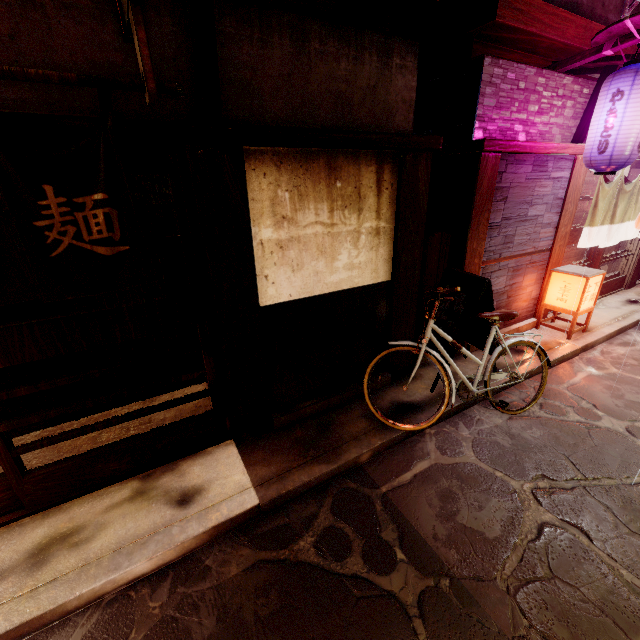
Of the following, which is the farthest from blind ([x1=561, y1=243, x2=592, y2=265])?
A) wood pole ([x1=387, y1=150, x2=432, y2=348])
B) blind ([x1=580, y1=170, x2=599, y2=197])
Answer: wood pole ([x1=387, y1=150, x2=432, y2=348])

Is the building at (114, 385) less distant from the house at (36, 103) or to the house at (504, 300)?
the house at (36, 103)

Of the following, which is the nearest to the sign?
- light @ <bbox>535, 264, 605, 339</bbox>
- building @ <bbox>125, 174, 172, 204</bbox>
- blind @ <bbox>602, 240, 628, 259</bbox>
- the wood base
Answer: building @ <bbox>125, 174, 172, 204</bbox>

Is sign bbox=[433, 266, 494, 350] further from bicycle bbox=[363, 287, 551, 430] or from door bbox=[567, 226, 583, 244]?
door bbox=[567, 226, 583, 244]

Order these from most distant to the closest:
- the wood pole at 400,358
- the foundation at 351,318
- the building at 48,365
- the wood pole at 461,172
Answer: the building at 48,365 < the wood pole at 400,358 < the wood pole at 461,172 < the foundation at 351,318

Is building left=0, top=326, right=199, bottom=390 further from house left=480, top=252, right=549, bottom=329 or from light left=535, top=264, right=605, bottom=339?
light left=535, top=264, right=605, bottom=339

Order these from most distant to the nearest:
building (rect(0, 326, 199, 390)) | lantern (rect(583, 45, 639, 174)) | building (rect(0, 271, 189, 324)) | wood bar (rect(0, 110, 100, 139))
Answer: building (rect(0, 271, 189, 324)), building (rect(0, 326, 199, 390)), lantern (rect(583, 45, 639, 174)), wood bar (rect(0, 110, 100, 139))

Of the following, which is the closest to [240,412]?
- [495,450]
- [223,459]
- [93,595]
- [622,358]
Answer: [223,459]
